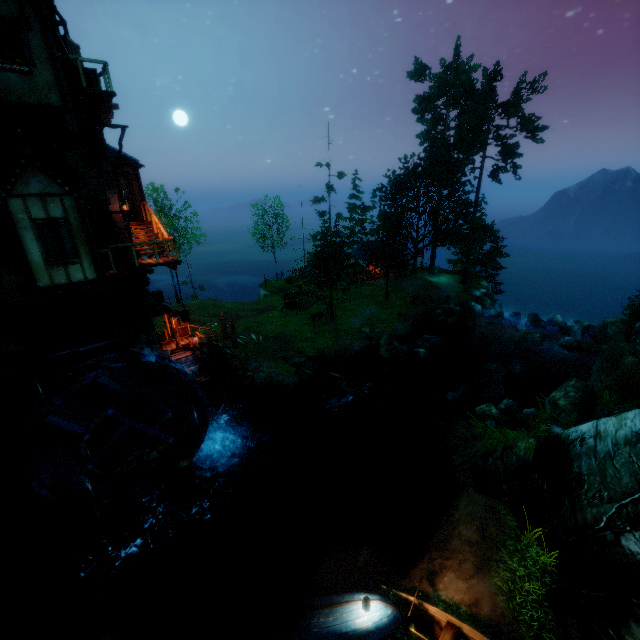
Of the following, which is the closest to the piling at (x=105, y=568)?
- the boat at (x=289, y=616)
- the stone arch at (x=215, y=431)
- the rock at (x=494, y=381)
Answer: the stone arch at (x=215, y=431)

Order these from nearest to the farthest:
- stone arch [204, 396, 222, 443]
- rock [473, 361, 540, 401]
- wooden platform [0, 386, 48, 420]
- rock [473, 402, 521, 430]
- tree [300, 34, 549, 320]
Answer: wooden platform [0, 386, 48, 420]
rock [473, 402, 521, 430]
stone arch [204, 396, 222, 443]
rock [473, 361, 540, 401]
tree [300, 34, 549, 320]

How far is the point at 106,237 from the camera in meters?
13.4 m

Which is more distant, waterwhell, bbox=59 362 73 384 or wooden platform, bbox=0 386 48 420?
wooden platform, bbox=0 386 48 420

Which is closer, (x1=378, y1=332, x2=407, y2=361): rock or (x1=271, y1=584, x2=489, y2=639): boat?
(x1=271, y1=584, x2=489, y2=639): boat

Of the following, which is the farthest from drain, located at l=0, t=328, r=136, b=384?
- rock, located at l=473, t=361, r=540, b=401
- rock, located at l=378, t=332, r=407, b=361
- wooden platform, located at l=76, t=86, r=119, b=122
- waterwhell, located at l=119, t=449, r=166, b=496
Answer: rock, located at l=473, t=361, r=540, b=401

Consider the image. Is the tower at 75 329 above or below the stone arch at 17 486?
above

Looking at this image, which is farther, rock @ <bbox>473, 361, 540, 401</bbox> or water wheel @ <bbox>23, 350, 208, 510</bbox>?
rock @ <bbox>473, 361, 540, 401</bbox>
